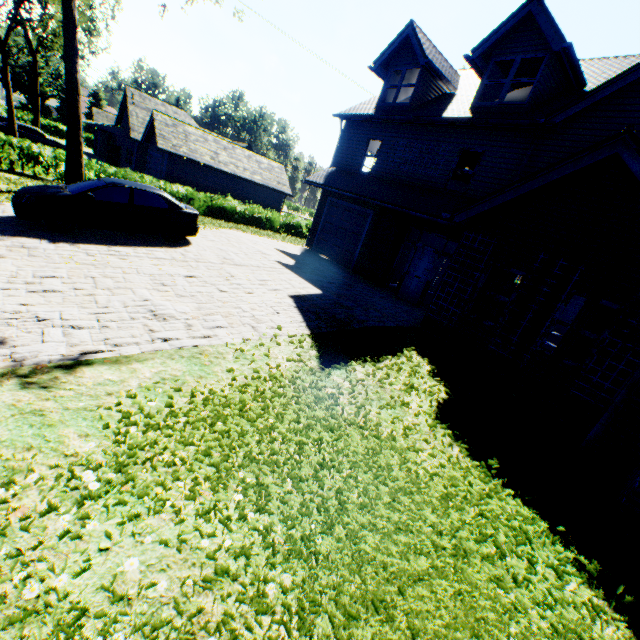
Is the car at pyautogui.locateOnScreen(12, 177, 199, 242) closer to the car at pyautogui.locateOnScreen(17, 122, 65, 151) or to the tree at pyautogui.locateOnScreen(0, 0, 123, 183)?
the tree at pyautogui.locateOnScreen(0, 0, 123, 183)

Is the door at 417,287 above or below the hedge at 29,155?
above

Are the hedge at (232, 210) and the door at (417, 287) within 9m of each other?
no

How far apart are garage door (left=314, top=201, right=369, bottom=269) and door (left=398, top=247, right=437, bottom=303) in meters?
3.0 m

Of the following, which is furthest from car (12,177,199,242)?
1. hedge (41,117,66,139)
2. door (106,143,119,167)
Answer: hedge (41,117,66,139)

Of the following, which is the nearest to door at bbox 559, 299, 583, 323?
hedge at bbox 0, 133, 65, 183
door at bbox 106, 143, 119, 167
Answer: hedge at bbox 0, 133, 65, 183

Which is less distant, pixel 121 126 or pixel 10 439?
pixel 10 439

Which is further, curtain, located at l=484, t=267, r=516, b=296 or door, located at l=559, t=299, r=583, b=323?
door, located at l=559, t=299, r=583, b=323
